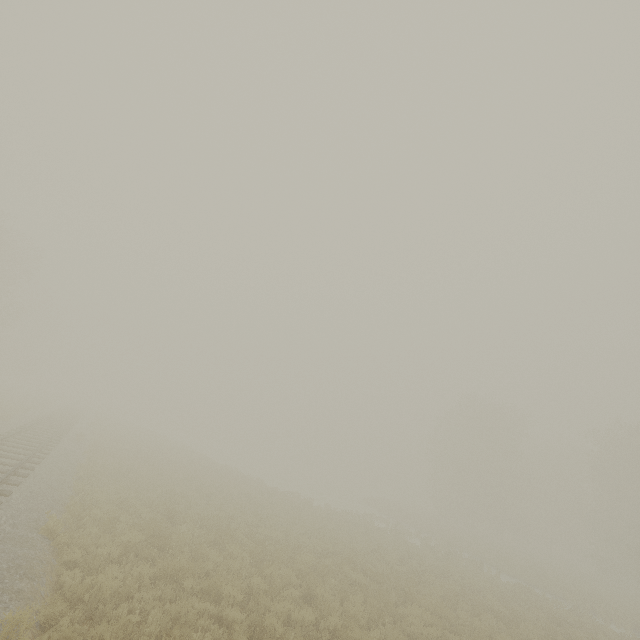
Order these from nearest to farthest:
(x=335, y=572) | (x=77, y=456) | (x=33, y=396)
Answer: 1. (x=335, y=572)
2. (x=77, y=456)
3. (x=33, y=396)
